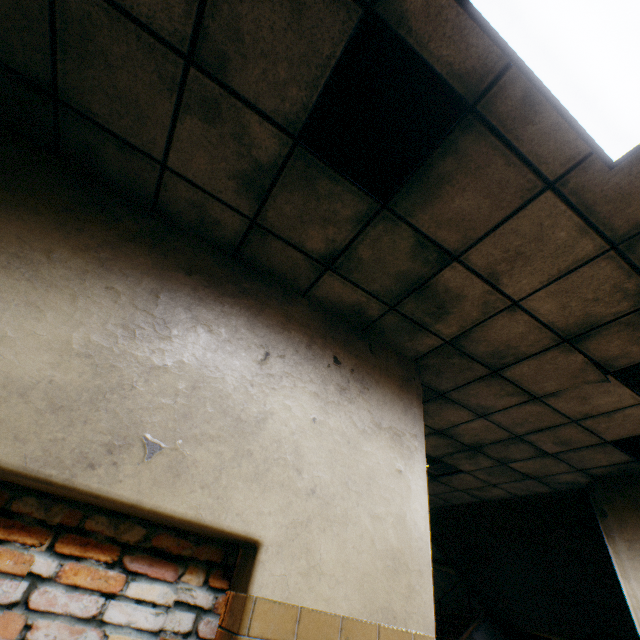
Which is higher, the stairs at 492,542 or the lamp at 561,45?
the lamp at 561,45

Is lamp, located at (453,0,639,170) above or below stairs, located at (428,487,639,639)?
above

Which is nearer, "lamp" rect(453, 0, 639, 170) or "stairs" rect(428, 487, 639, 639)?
"lamp" rect(453, 0, 639, 170)

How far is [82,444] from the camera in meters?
1.5 m

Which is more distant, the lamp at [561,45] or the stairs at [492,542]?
the stairs at [492,542]
